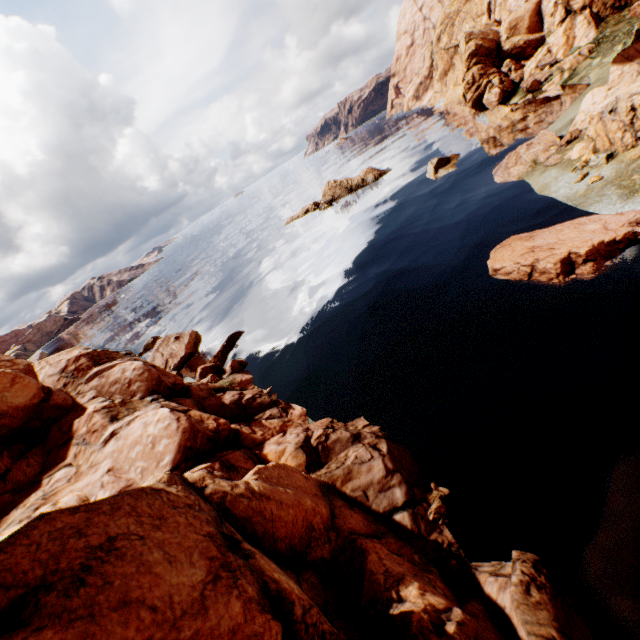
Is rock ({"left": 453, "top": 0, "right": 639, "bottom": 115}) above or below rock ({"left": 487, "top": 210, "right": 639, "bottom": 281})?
above

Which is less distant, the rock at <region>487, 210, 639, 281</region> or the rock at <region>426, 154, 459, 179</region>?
the rock at <region>487, 210, 639, 281</region>

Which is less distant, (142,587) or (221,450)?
(142,587)

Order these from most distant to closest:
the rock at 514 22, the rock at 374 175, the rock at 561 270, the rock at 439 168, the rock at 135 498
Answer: the rock at 374 175
the rock at 514 22
the rock at 439 168
the rock at 561 270
the rock at 135 498

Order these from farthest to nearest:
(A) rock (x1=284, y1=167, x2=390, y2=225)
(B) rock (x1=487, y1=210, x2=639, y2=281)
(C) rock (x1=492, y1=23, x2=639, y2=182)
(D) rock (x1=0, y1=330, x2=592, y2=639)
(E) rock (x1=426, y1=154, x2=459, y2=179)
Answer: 1. (A) rock (x1=284, y1=167, x2=390, y2=225)
2. (E) rock (x1=426, y1=154, x2=459, y2=179)
3. (C) rock (x1=492, y1=23, x2=639, y2=182)
4. (B) rock (x1=487, y1=210, x2=639, y2=281)
5. (D) rock (x1=0, y1=330, x2=592, y2=639)

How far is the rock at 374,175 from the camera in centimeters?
4128cm

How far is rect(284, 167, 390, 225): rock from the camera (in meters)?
41.28
